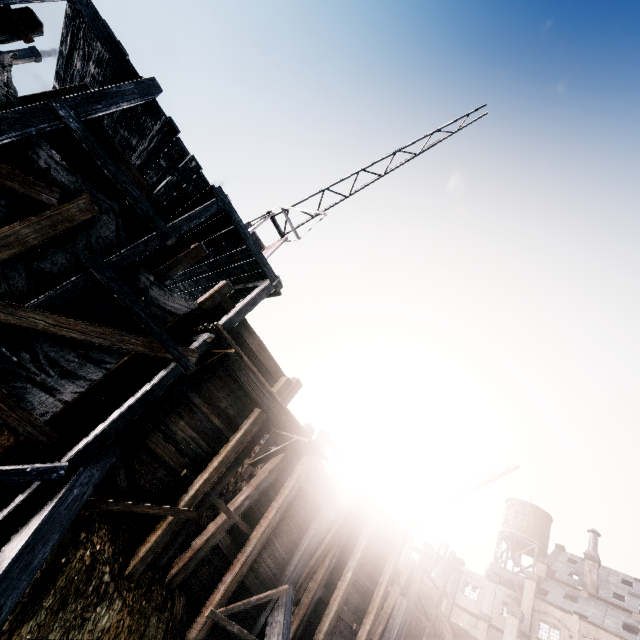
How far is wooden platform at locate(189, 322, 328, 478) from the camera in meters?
8.8 m

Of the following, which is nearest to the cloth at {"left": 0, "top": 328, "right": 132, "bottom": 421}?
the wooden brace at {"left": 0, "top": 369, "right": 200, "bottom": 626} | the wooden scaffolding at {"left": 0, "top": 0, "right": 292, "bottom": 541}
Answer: the wooden scaffolding at {"left": 0, "top": 0, "right": 292, "bottom": 541}

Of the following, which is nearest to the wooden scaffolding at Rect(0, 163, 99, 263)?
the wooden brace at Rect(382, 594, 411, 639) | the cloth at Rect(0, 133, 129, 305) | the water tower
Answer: the cloth at Rect(0, 133, 129, 305)

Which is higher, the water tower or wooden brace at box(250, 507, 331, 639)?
the water tower

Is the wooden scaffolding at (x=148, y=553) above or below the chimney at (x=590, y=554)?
below

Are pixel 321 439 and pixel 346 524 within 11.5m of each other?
yes

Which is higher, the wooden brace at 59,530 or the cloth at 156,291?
the cloth at 156,291

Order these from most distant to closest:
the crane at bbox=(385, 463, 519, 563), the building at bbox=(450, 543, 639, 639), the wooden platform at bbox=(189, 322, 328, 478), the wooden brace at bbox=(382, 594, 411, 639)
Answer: the building at bbox=(450, 543, 639, 639) → the crane at bbox=(385, 463, 519, 563) → the wooden brace at bbox=(382, 594, 411, 639) → the wooden platform at bbox=(189, 322, 328, 478)
